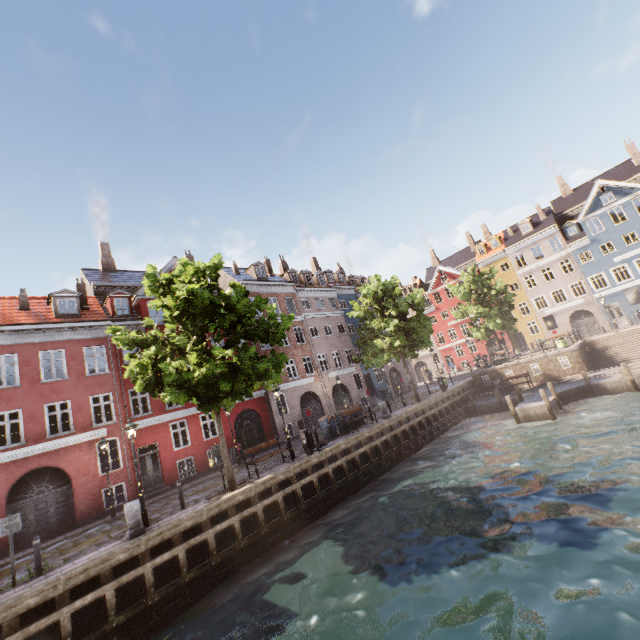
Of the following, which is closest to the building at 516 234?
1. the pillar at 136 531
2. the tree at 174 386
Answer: the tree at 174 386

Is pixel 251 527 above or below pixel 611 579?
above

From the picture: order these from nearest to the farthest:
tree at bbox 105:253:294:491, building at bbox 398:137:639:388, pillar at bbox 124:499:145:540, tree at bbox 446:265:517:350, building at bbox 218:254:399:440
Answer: pillar at bbox 124:499:145:540, tree at bbox 105:253:294:491, building at bbox 218:254:399:440, tree at bbox 446:265:517:350, building at bbox 398:137:639:388

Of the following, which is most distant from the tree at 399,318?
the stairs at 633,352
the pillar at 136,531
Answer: the stairs at 633,352

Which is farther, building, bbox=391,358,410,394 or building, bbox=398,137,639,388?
building, bbox=391,358,410,394

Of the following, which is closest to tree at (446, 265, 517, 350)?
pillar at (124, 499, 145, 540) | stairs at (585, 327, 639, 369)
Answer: pillar at (124, 499, 145, 540)

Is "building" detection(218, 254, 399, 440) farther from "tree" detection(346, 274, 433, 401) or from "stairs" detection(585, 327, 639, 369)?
"stairs" detection(585, 327, 639, 369)

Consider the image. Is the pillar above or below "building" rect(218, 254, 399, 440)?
below
